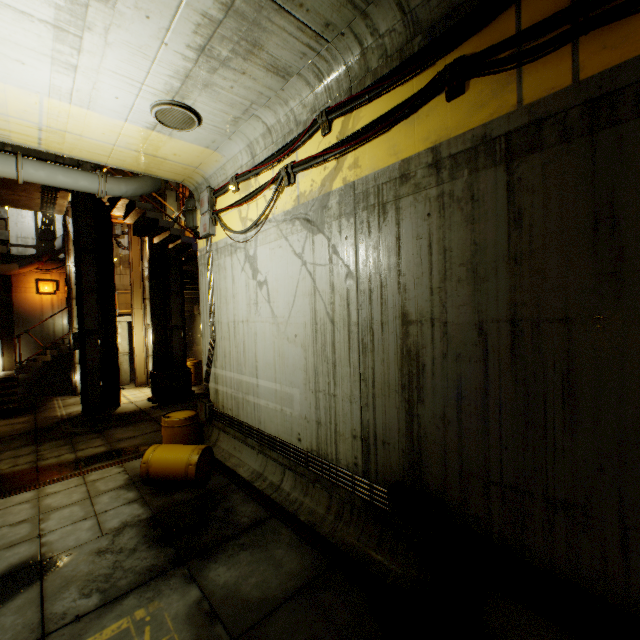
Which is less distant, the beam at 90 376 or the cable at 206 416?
the cable at 206 416

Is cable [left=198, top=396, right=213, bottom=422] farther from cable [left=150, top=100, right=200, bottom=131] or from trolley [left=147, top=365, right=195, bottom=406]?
cable [left=150, top=100, right=200, bottom=131]

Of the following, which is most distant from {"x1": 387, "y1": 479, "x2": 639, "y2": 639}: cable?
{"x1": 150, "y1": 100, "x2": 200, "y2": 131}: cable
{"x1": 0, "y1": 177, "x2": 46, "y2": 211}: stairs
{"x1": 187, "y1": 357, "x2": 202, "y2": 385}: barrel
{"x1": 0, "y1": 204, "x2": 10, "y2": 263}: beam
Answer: {"x1": 0, "y1": 204, "x2": 10, "y2": 263}: beam

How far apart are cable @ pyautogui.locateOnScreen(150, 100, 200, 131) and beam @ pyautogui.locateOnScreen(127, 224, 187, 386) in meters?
11.9

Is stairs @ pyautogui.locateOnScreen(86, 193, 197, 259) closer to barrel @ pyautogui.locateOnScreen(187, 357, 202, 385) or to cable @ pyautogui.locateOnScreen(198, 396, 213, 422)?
barrel @ pyautogui.locateOnScreen(187, 357, 202, 385)

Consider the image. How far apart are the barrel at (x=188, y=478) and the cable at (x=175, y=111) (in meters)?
5.93

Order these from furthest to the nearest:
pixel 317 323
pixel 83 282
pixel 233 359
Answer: pixel 83 282
pixel 233 359
pixel 317 323

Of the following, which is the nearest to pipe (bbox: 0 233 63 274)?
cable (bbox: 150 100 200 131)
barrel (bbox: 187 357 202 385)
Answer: cable (bbox: 150 100 200 131)
